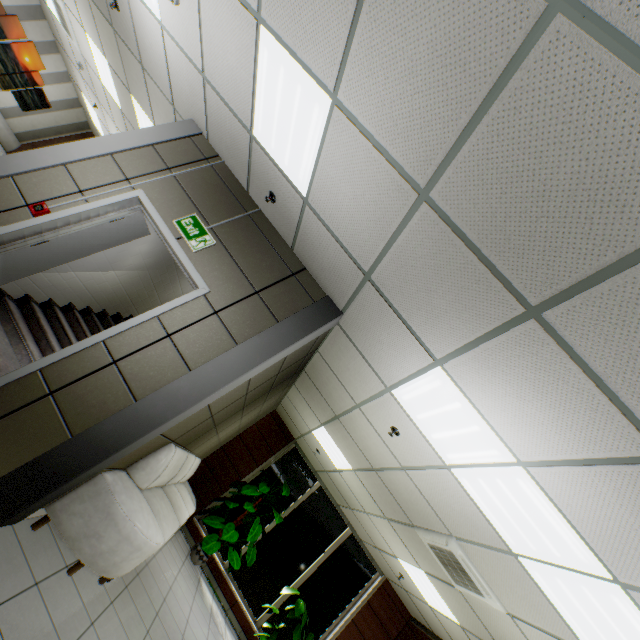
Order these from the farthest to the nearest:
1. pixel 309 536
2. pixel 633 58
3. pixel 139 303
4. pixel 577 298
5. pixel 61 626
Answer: Result:
pixel 309 536
pixel 139 303
pixel 61 626
pixel 577 298
pixel 633 58

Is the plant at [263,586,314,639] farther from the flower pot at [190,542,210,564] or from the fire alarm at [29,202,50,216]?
the fire alarm at [29,202,50,216]

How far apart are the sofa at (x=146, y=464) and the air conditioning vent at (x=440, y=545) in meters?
3.4

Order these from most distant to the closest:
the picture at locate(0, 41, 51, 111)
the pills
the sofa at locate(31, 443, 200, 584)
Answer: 1. the picture at locate(0, 41, 51, 111)
2. the pills
3. the sofa at locate(31, 443, 200, 584)

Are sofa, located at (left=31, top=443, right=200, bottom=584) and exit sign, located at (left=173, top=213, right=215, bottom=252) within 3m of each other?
yes

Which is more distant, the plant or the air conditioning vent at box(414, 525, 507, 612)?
the plant

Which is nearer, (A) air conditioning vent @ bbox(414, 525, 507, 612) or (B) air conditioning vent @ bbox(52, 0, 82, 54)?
(A) air conditioning vent @ bbox(414, 525, 507, 612)

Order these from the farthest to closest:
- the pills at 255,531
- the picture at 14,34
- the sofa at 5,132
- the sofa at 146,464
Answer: the sofa at 5,132
the picture at 14,34
the pills at 255,531
the sofa at 146,464
